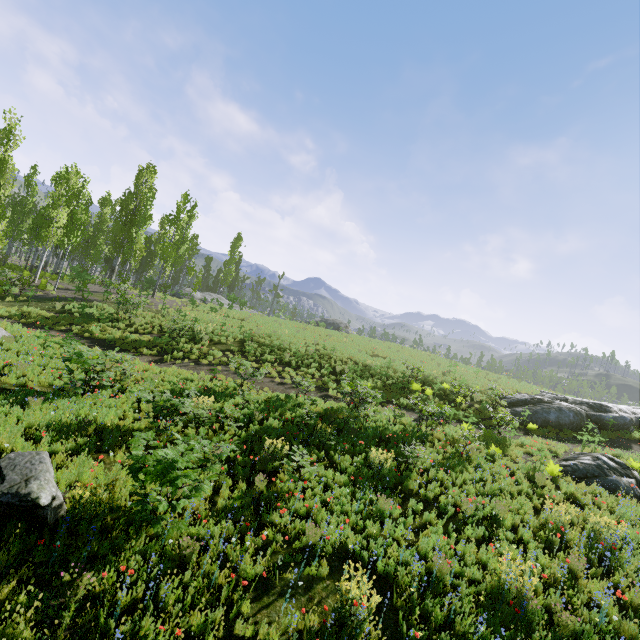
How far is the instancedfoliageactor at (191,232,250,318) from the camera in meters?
28.4

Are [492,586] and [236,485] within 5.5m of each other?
no

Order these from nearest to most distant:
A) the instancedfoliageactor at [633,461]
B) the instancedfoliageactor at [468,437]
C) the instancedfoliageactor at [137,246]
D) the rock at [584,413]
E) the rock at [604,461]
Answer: the instancedfoliageactor at [137,246] → the instancedfoliageactor at [468,437] → the rock at [604,461] → the instancedfoliageactor at [633,461] → the rock at [584,413]

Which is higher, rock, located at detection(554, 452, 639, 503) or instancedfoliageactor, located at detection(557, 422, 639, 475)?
instancedfoliageactor, located at detection(557, 422, 639, 475)

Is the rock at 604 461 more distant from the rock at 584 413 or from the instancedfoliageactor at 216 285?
the instancedfoliageactor at 216 285

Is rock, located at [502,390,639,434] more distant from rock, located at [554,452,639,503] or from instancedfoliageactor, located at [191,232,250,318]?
instancedfoliageactor, located at [191,232,250,318]

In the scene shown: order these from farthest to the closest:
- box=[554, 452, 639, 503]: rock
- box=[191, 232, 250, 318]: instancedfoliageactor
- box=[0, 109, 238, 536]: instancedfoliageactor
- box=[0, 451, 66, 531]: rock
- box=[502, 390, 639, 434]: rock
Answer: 1. box=[191, 232, 250, 318]: instancedfoliageactor
2. box=[502, 390, 639, 434]: rock
3. box=[554, 452, 639, 503]: rock
4. box=[0, 109, 238, 536]: instancedfoliageactor
5. box=[0, 451, 66, 531]: rock

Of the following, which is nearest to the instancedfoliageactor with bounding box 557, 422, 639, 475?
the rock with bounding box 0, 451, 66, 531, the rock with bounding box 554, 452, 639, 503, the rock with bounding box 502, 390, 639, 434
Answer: the rock with bounding box 0, 451, 66, 531
